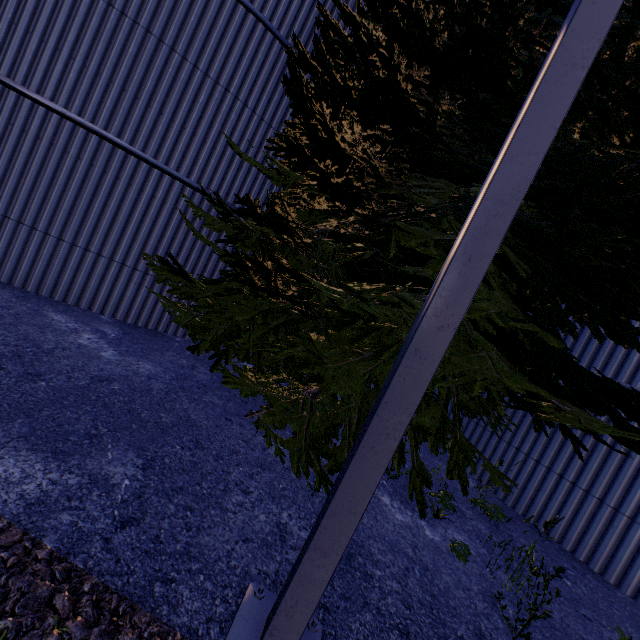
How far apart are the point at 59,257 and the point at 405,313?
5.6 meters

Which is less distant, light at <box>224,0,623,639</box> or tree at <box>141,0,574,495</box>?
light at <box>224,0,623,639</box>

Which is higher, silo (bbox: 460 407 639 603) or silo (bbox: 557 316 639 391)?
silo (bbox: 557 316 639 391)

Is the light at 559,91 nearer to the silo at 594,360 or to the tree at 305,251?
the tree at 305,251

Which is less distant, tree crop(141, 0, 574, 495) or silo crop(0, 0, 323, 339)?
tree crop(141, 0, 574, 495)

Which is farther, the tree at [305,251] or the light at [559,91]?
the tree at [305,251]

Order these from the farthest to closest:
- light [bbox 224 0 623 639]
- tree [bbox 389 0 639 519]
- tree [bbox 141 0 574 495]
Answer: tree [bbox 141 0 574 495], tree [bbox 389 0 639 519], light [bbox 224 0 623 639]

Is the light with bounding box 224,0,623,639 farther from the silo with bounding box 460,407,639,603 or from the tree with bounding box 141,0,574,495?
the silo with bounding box 460,407,639,603
